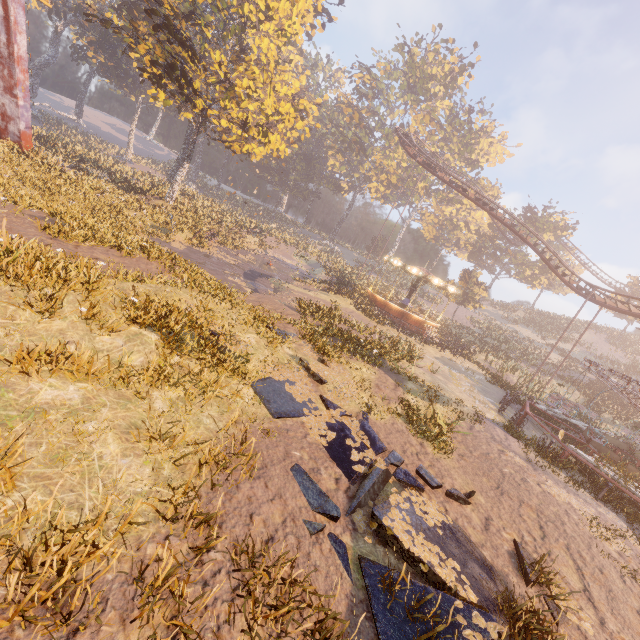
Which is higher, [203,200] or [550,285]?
[550,285]

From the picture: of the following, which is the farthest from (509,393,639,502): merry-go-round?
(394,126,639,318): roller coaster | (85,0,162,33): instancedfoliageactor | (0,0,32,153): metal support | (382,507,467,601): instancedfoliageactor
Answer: (0,0,32,153): metal support

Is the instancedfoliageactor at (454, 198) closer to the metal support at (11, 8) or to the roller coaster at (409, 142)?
the roller coaster at (409, 142)

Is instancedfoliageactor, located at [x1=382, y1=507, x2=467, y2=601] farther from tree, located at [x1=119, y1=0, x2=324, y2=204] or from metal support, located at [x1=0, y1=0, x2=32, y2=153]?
tree, located at [x1=119, y1=0, x2=324, y2=204]

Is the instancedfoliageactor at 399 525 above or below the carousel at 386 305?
below

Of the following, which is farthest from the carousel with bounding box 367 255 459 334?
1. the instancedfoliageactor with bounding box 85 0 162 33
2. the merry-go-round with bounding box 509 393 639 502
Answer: the merry-go-round with bounding box 509 393 639 502

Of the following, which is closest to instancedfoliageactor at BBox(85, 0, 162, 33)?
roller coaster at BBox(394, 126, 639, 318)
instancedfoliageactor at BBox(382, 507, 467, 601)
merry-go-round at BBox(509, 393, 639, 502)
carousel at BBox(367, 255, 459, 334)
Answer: carousel at BBox(367, 255, 459, 334)

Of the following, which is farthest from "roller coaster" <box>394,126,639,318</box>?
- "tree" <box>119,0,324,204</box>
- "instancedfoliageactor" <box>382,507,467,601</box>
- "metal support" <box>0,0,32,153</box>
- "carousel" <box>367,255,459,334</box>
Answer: "metal support" <box>0,0,32,153</box>
